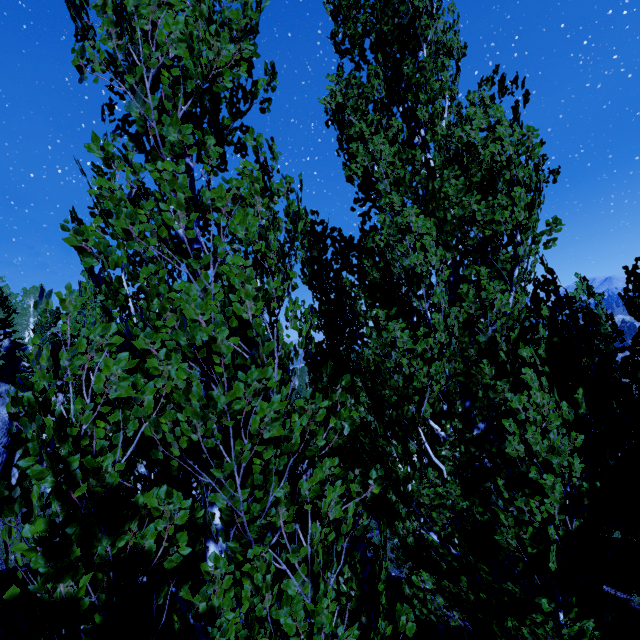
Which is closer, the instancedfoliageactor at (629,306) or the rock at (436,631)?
the rock at (436,631)

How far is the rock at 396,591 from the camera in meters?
8.4 m

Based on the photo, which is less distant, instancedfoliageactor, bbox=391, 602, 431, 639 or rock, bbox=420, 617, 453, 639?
instancedfoliageactor, bbox=391, 602, 431, 639

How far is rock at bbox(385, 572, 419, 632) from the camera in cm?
844

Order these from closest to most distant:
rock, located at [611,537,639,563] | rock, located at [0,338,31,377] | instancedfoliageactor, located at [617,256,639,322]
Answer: rock, located at [611,537,639,563]
instancedfoliageactor, located at [617,256,639,322]
rock, located at [0,338,31,377]

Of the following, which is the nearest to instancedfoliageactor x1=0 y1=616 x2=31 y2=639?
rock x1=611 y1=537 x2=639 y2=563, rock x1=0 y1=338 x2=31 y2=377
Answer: rock x1=0 y1=338 x2=31 y2=377

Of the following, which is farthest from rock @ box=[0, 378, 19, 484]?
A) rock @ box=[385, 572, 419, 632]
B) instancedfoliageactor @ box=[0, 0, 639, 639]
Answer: rock @ box=[385, 572, 419, 632]

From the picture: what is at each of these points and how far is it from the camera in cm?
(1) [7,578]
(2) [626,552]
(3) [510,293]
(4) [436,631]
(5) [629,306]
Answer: (1) rock, 871
(2) rock, 1170
(3) instancedfoliageactor, 333
(4) rock, 822
(5) instancedfoliageactor, 1414
